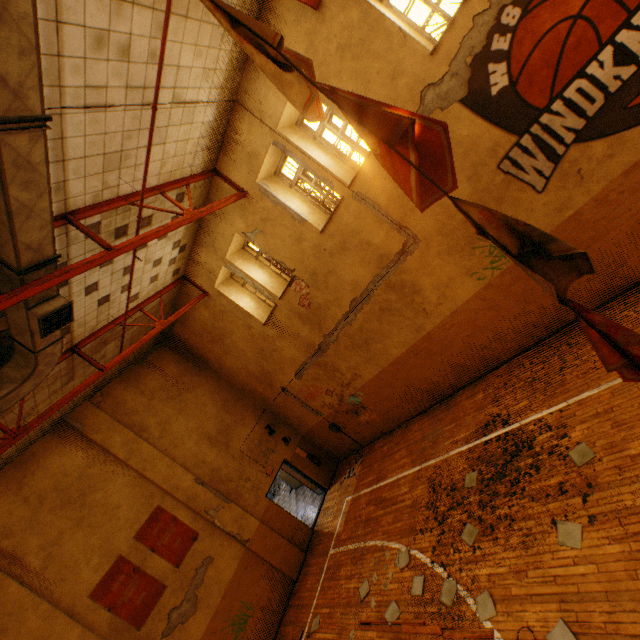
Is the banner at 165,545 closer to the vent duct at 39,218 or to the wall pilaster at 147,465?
the wall pilaster at 147,465

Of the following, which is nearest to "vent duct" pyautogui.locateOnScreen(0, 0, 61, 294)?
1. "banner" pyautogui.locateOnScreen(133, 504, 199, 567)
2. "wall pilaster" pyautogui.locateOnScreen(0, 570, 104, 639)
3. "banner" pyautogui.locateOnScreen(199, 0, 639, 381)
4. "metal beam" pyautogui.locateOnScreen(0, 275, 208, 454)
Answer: "metal beam" pyautogui.locateOnScreen(0, 275, 208, 454)

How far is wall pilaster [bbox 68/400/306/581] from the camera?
10.13m

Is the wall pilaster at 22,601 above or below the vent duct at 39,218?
below

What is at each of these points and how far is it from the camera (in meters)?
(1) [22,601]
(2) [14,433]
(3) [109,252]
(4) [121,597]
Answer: (1) wall pilaster, 7.46
(2) metal beam, 6.38
(3) metal beam, 5.13
(4) banner, 8.32

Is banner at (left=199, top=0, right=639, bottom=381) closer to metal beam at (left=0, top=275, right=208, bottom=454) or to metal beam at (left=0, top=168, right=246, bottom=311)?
metal beam at (left=0, top=168, right=246, bottom=311)

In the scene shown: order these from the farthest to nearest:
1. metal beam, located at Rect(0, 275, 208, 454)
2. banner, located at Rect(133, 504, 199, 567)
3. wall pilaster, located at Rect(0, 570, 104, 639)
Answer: banner, located at Rect(133, 504, 199, 567) < wall pilaster, located at Rect(0, 570, 104, 639) < metal beam, located at Rect(0, 275, 208, 454)

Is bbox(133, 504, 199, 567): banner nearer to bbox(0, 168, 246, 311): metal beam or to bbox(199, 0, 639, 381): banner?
bbox(0, 168, 246, 311): metal beam
